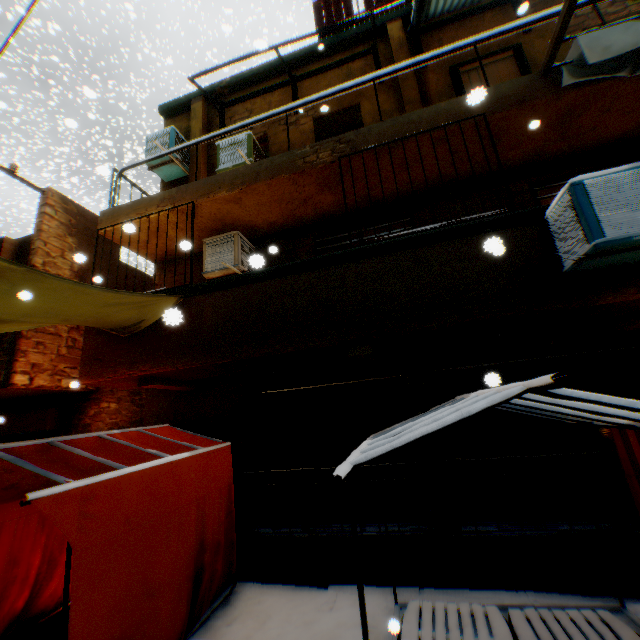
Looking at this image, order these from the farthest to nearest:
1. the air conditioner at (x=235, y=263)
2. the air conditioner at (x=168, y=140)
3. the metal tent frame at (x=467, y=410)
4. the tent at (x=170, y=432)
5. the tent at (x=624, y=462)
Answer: the air conditioner at (x=168, y=140) → the air conditioner at (x=235, y=263) → the tent at (x=170, y=432) → the tent at (x=624, y=462) → the metal tent frame at (x=467, y=410)

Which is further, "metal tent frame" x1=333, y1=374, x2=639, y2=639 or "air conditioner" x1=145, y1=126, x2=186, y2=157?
"air conditioner" x1=145, y1=126, x2=186, y2=157

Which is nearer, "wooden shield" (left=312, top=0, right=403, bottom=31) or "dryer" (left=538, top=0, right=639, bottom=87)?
"dryer" (left=538, top=0, right=639, bottom=87)

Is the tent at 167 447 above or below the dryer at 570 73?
below

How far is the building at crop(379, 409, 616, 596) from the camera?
4.3 meters

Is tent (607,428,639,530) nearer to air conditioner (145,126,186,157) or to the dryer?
the dryer

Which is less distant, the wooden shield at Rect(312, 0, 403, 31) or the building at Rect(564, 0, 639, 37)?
the building at Rect(564, 0, 639, 37)

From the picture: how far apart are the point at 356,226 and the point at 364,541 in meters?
5.5
